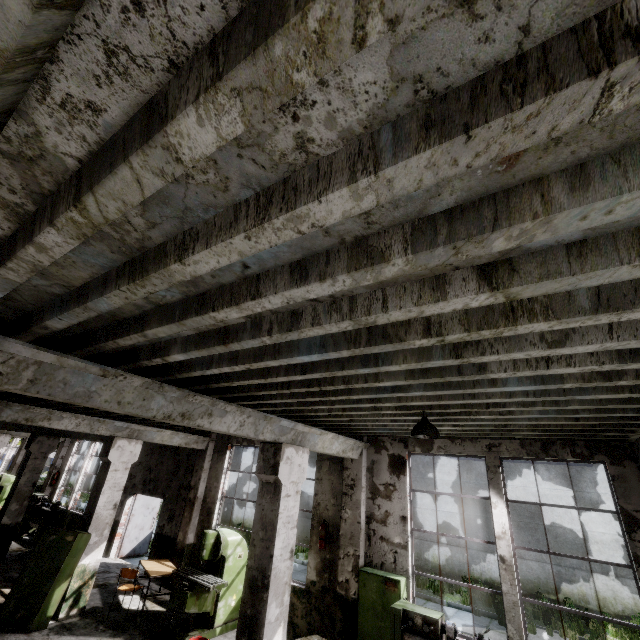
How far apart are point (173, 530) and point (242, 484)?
12.4m

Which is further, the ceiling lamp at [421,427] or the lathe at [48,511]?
the lathe at [48,511]

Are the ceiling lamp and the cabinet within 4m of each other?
no

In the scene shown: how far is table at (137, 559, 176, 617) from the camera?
8.0 meters

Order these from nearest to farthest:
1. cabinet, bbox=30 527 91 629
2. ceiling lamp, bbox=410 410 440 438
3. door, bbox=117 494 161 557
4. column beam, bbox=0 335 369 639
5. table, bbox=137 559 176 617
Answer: column beam, bbox=0 335 369 639 → ceiling lamp, bbox=410 410 440 438 → cabinet, bbox=30 527 91 629 → table, bbox=137 559 176 617 → door, bbox=117 494 161 557

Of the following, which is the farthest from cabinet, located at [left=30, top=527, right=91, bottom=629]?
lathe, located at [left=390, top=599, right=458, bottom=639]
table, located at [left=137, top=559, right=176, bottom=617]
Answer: lathe, located at [left=390, top=599, right=458, bottom=639]

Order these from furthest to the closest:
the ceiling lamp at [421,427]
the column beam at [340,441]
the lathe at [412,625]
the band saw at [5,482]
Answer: the band saw at [5,482]
the lathe at [412,625]
the ceiling lamp at [421,427]
the column beam at [340,441]

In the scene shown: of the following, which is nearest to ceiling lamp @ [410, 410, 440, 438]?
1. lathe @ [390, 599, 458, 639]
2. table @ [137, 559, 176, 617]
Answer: lathe @ [390, 599, 458, 639]
